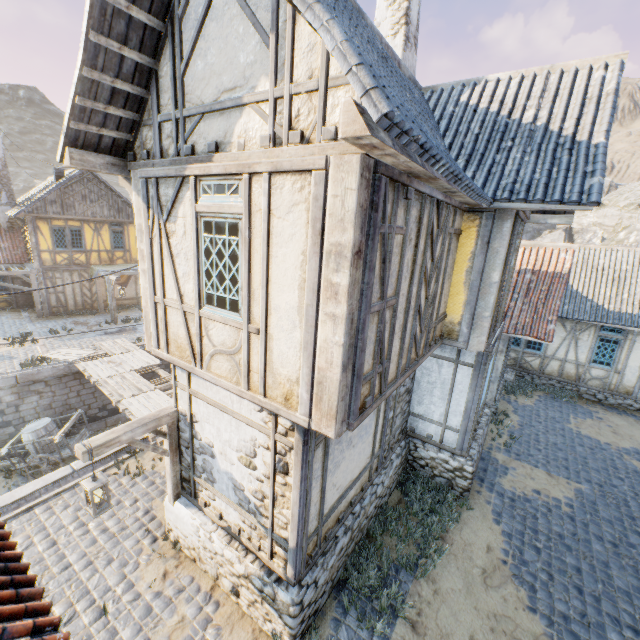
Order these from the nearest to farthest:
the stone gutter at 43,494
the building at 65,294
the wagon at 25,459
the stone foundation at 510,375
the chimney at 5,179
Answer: the stone gutter at 43,494
the wagon at 25,459
the stone foundation at 510,375
the building at 65,294
the chimney at 5,179

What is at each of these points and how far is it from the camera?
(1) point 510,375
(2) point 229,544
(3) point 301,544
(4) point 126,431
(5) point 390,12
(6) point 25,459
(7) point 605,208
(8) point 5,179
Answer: (1) stone foundation, 14.9 meters
(2) stone foundation, 5.5 meters
(3) building, 4.8 meters
(4) street light, 5.1 meters
(5) chimney, 7.6 meters
(6) wagon, 11.9 meters
(7) rock, 36.5 meters
(8) chimney, 20.3 meters

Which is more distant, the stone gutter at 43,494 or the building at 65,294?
the building at 65,294

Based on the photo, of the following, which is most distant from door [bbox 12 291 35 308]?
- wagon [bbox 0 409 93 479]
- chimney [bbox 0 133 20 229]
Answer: wagon [bbox 0 409 93 479]

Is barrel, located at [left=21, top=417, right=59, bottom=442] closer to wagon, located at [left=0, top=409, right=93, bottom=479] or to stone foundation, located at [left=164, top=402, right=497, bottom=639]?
wagon, located at [left=0, top=409, right=93, bottom=479]

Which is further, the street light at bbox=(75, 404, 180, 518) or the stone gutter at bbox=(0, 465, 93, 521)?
the stone gutter at bbox=(0, 465, 93, 521)

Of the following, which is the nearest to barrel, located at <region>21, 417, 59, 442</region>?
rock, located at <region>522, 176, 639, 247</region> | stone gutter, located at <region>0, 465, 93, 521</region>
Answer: stone gutter, located at <region>0, 465, 93, 521</region>

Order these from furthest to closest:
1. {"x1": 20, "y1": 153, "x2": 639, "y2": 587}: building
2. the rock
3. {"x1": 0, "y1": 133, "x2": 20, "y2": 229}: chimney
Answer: the rock < {"x1": 0, "y1": 133, "x2": 20, "y2": 229}: chimney < {"x1": 20, "y1": 153, "x2": 639, "y2": 587}: building
